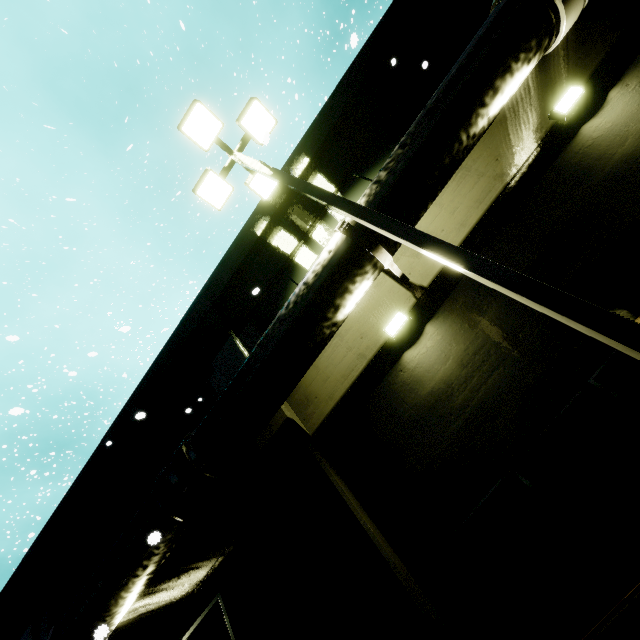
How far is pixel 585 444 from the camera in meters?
3.9

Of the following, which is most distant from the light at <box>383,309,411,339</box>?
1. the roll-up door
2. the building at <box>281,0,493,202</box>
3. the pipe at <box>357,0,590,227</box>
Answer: the roll-up door

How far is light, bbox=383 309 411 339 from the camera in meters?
5.6 m

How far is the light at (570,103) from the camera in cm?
501

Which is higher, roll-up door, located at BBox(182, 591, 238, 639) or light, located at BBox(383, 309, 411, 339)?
light, located at BBox(383, 309, 411, 339)

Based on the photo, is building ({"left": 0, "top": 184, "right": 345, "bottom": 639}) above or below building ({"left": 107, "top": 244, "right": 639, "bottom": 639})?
above

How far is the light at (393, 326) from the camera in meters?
5.6 m

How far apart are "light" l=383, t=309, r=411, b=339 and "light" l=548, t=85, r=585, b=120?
3.9m
